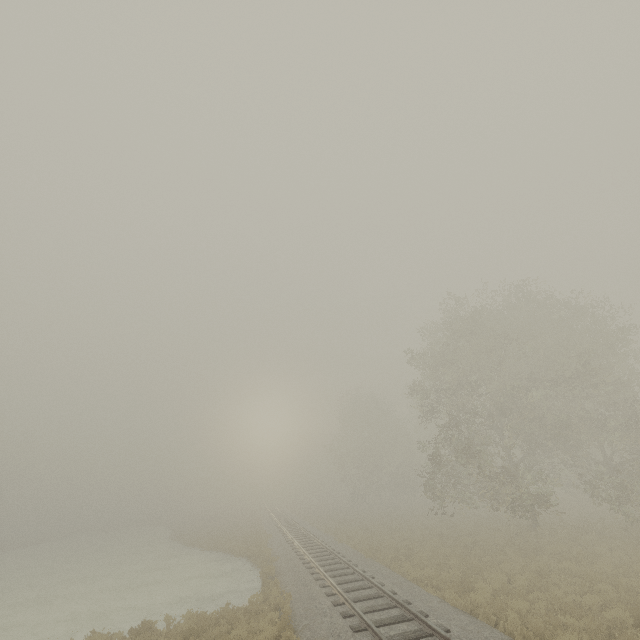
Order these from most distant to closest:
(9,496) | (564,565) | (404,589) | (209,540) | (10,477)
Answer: (9,496) < (10,477) < (209,540) < (564,565) < (404,589)
